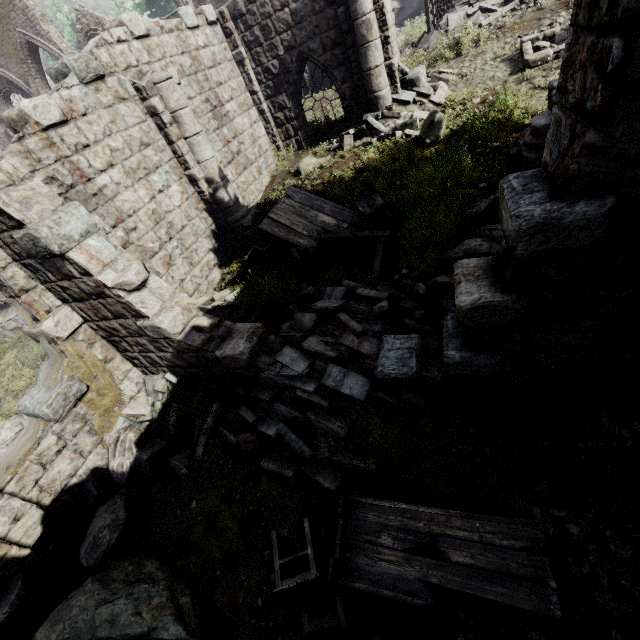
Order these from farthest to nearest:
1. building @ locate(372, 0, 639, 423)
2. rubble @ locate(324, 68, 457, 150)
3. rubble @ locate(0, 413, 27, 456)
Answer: rubble @ locate(324, 68, 457, 150), rubble @ locate(0, 413, 27, 456), building @ locate(372, 0, 639, 423)

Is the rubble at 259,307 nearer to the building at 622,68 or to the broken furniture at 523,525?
the building at 622,68

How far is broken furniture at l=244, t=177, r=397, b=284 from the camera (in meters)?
7.24

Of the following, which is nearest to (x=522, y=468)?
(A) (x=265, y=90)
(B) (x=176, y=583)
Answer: (B) (x=176, y=583)

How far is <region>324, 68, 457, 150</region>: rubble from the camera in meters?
10.0 m

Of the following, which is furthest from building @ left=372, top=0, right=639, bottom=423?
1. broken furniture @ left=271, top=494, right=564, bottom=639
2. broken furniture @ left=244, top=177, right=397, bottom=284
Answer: broken furniture @ left=244, top=177, right=397, bottom=284

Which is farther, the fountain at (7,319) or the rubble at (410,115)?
the fountain at (7,319)

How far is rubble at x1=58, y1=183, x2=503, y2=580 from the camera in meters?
4.8 m
